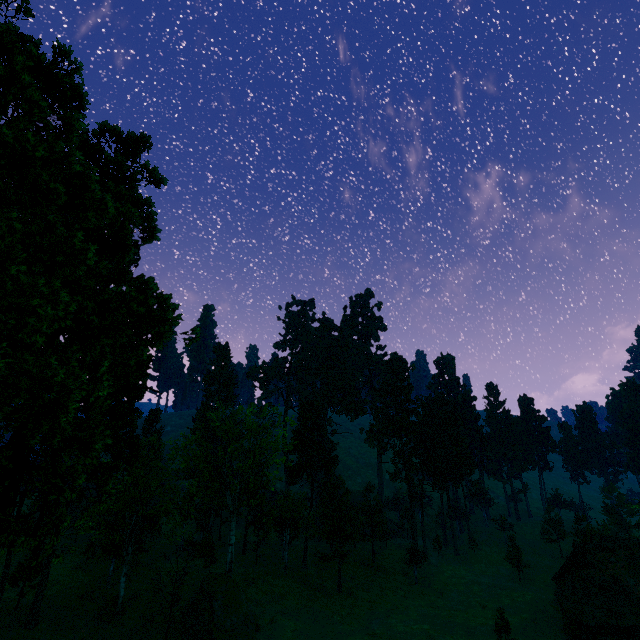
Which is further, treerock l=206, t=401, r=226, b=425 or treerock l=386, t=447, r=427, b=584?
treerock l=386, t=447, r=427, b=584

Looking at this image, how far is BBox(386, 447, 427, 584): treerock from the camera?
47.88m

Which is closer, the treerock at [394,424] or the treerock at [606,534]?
the treerock at [606,534]

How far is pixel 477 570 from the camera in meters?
55.3

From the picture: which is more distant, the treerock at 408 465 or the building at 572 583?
the treerock at 408 465
